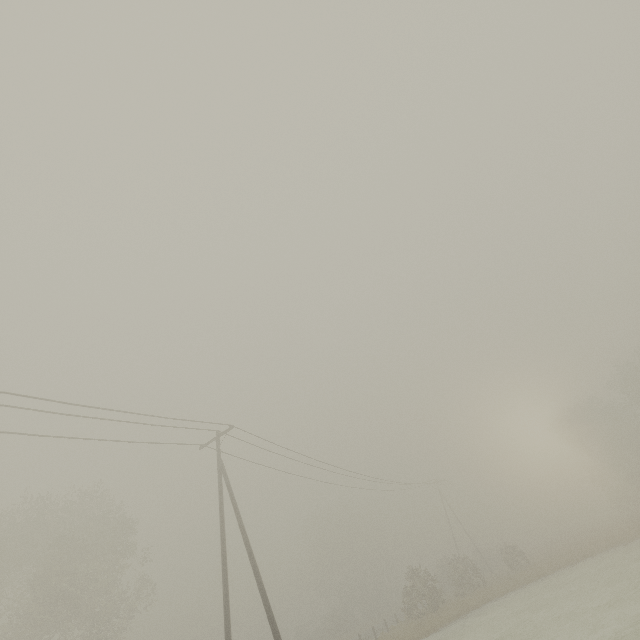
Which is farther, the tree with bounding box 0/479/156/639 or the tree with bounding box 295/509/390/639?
the tree with bounding box 295/509/390/639

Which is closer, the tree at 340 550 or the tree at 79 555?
the tree at 79 555

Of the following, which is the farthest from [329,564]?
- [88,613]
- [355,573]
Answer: [88,613]
